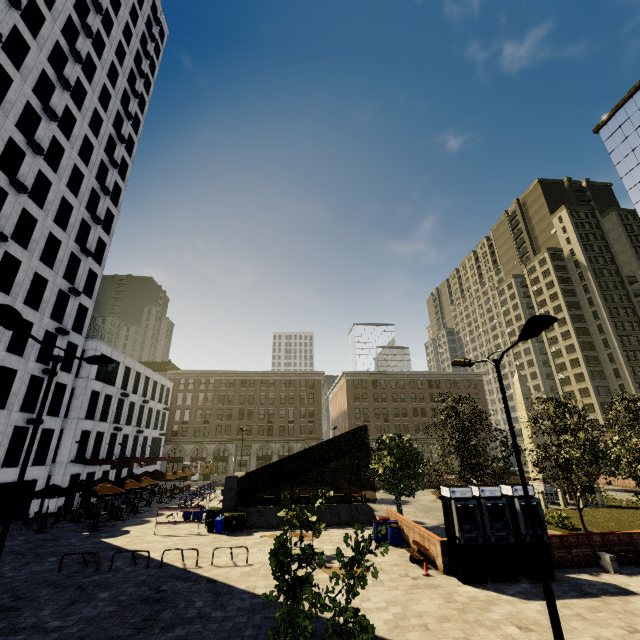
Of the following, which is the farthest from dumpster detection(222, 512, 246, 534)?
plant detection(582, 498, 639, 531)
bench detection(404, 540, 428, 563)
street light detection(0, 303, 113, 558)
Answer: plant detection(582, 498, 639, 531)

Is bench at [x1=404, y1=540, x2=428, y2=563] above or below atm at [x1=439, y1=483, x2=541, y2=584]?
below

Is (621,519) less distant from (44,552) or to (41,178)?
(44,552)

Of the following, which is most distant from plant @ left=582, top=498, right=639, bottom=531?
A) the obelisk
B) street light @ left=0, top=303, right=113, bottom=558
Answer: street light @ left=0, top=303, right=113, bottom=558

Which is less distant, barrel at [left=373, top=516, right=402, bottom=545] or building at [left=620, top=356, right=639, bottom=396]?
barrel at [left=373, top=516, right=402, bottom=545]

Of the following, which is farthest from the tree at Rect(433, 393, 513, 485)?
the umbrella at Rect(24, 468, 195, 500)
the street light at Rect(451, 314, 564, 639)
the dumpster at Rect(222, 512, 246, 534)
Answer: the umbrella at Rect(24, 468, 195, 500)

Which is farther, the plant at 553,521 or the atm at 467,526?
the plant at 553,521

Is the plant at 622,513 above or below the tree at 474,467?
below
